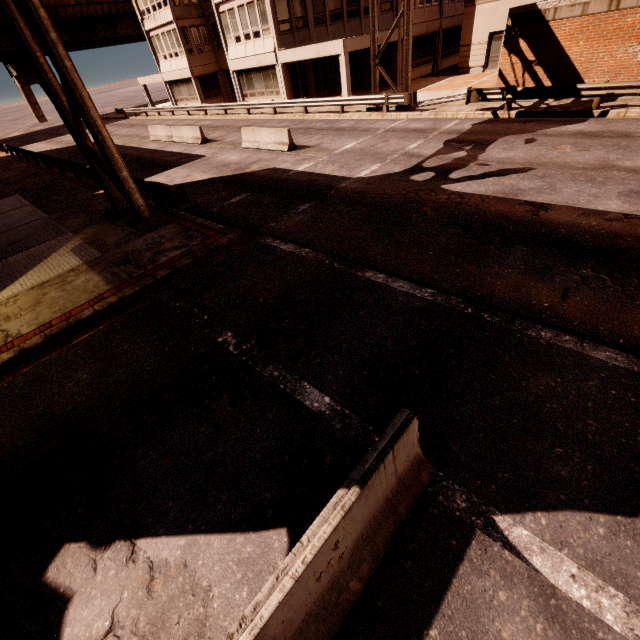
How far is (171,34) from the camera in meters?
33.2

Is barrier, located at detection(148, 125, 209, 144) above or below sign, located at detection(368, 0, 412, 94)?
below

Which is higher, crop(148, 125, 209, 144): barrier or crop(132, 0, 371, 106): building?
crop(132, 0, 371, 106): building

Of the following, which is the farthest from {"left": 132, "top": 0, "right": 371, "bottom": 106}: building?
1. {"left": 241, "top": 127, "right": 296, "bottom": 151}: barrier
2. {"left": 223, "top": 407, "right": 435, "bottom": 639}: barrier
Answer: {"left": 223, "top": 407, "right": 435, "bottom": 639}: barrier

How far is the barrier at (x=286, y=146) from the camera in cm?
1642

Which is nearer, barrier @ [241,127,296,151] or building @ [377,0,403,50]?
barrier @ [241,127,296,151]

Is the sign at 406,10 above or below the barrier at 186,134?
above

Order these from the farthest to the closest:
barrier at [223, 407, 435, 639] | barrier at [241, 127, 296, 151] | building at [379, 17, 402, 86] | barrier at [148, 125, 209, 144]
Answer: building at [379, 17, 402, 86]
barrier at [148, 125, 209, 144]
barrier at [241, 127, 296, 151]
barrier at [223, 407, 435, 639]
